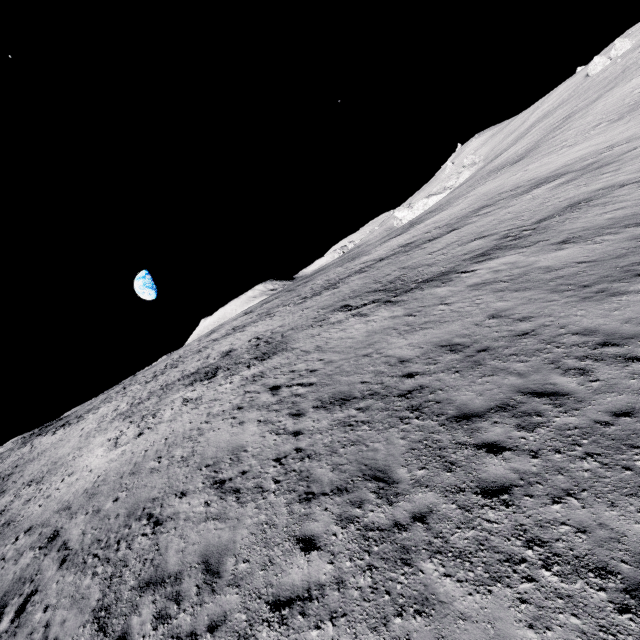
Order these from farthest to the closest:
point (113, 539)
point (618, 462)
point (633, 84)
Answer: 1. point (633, 84)
2. point (113, 539)
3. point (618, 462)
